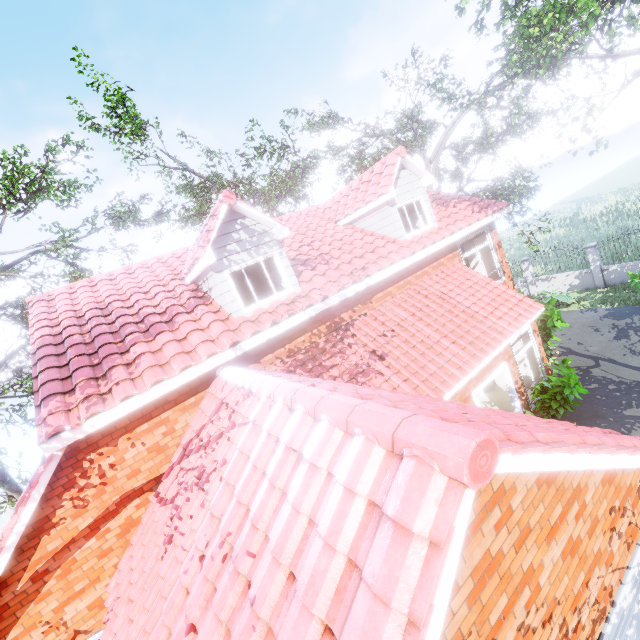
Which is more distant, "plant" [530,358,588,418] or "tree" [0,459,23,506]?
"tree" [0,459,23,506]

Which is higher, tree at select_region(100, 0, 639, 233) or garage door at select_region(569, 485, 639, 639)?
tree at select_region(100, 0, 639, 233)

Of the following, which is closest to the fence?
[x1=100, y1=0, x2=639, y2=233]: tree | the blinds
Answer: [x1=100, y1=0, x2=639, y2=233]: tree

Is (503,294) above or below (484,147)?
below

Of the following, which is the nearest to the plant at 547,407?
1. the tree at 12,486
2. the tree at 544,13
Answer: the tree at 544,13

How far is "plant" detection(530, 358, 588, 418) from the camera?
8.28m

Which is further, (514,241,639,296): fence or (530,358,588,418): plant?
(514,241,639,296): fence

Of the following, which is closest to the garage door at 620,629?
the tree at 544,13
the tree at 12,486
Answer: the tree at 544,13
